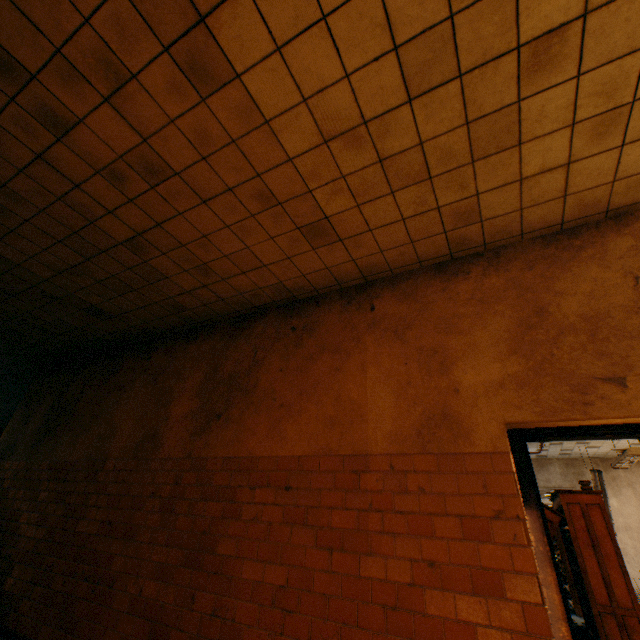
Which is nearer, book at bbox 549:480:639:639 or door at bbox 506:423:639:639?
door at bbox 506:423:639:639

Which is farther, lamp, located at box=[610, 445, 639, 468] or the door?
lamp, located at box=[610, 445, 639, 468]

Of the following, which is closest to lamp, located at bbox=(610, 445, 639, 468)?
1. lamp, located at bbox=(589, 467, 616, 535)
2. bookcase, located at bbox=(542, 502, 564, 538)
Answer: bookcase, located at bbox=(542, 502, 564, 538)

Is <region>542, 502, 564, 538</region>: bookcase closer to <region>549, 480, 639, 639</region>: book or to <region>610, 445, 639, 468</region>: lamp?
<region>549, 480, 639, 639</region>: book

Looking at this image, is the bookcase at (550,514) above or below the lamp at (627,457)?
below

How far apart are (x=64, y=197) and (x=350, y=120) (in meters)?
2.90

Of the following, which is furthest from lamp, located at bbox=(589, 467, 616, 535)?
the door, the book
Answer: the door

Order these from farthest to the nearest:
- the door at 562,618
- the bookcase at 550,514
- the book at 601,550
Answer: the bookcase at 550,514
the book at 601,550
the door at 562,618
